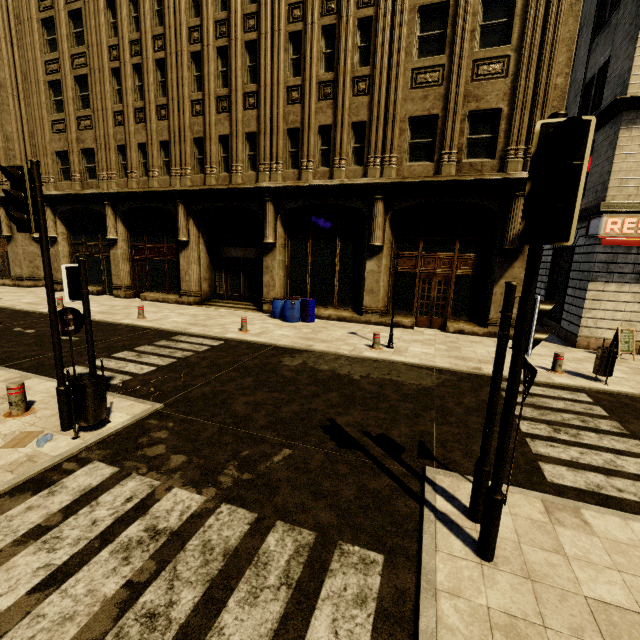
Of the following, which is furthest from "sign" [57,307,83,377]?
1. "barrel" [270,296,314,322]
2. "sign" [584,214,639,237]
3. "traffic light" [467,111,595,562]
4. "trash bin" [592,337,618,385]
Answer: "sign" [584,214,639,237]

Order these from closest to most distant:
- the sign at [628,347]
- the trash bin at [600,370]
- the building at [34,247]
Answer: the trash bin at [600,370] → the sign at [628,347] → the building at [34,247]

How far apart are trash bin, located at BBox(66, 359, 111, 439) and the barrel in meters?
8.8

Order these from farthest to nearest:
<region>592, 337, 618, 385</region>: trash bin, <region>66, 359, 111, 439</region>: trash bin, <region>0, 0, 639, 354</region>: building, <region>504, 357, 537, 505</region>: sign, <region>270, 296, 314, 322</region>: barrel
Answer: <region>270, 296, 314, 322</region>: barrel
<region>0, 0, 639, 354</region>: building
<region>592, 337, 618, 385</region>: trash bin
<region>66, 359, 111, 439</region>: trash bin
<region>504, 357, 537, 505</region>: sign

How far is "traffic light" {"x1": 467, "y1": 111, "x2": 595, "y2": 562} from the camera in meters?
2.3

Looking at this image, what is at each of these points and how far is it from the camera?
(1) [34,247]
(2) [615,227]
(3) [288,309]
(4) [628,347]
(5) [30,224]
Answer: (1) building, 21.84m
(2) sign, 10.41m
(3) barrel, 13.77m
(4) sign, 10.25m
(5) traffic light, 4.27m

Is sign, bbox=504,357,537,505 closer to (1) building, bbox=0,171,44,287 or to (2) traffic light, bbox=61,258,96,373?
(2) traffic light, bbox=61,258,96,373

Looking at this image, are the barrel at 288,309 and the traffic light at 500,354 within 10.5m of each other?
no
